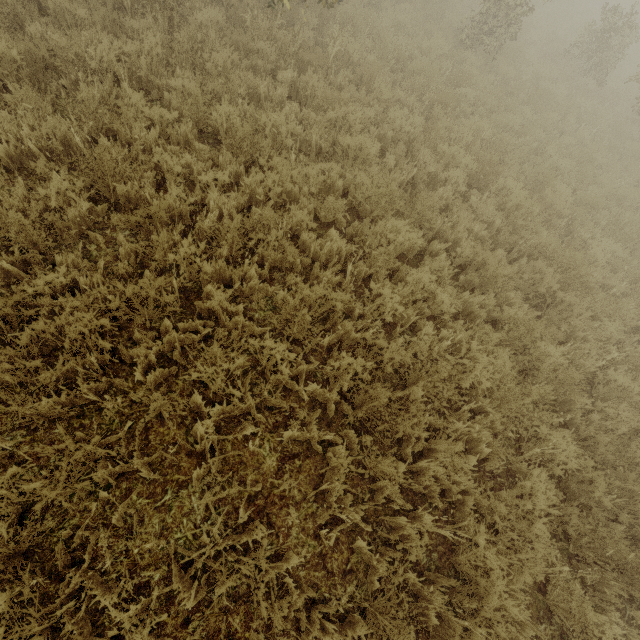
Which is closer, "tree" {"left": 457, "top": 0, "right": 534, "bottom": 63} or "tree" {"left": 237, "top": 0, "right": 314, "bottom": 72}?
"tree" {"left": 237, "top": 0, "right": 314, "bottom": 72}

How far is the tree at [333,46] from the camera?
6.5 meters

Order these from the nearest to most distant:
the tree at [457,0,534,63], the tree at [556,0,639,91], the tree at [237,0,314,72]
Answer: the tree at [237,0,314,72] → the tree at [457,0,534,63] → the tree at [556,0,639,91]

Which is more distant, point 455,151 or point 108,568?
point 455,151

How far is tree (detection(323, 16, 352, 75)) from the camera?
6.52m

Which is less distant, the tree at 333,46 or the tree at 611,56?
the tree at 333,46

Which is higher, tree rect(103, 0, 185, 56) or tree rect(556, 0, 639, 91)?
tree rect(556, 0, 639, 91)
